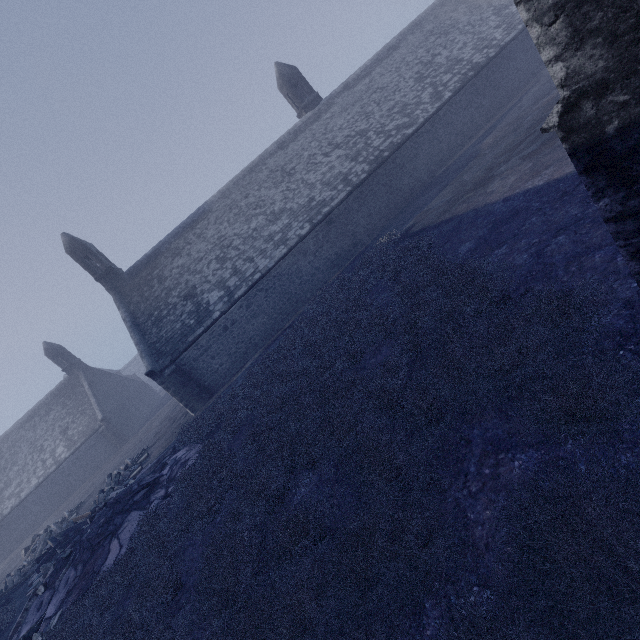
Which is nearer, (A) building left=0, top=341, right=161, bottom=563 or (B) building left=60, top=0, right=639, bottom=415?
(B) building left=60, top=0, right=639, bottom=415

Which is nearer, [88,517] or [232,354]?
[88,517]

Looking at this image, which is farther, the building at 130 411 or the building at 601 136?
the building at 130 411
